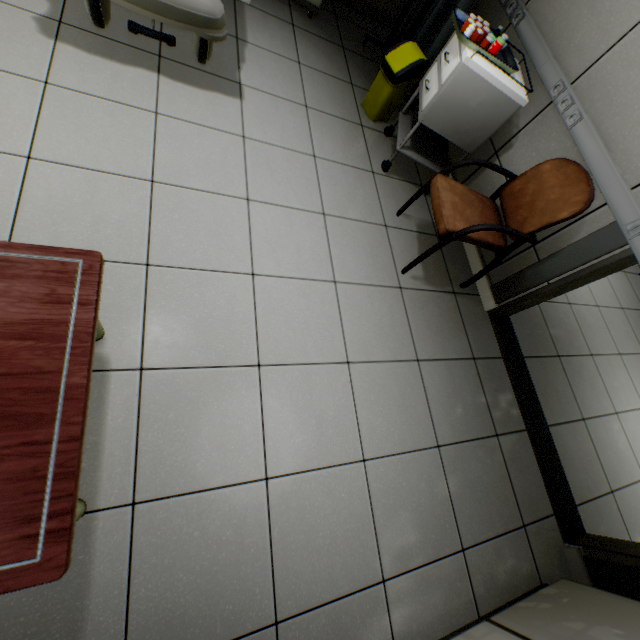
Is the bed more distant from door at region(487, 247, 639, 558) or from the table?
door at region(487, 247, 639, 558)

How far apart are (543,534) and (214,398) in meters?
2.1 m

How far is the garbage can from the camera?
2.4m

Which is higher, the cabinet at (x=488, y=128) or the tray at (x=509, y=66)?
the tray at (x=509, y=66)

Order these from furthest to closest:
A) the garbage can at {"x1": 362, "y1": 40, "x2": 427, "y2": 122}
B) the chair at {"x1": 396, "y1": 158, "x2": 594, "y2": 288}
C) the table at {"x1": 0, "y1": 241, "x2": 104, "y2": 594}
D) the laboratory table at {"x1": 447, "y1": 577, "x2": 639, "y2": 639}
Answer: the garbage can at {"x1": 362, "y1": 40, "x2": 427, "y2": 122} → the chair at {"x1": 396, "y1": 158, "x2": 594, "y2": 288} → the laboratory table at {"x1": 447, "y1": 577, "x2": 639, "y2": 639} → the table at {"x1": 0, "y1": 241, "x2": 104, "y2": 594}

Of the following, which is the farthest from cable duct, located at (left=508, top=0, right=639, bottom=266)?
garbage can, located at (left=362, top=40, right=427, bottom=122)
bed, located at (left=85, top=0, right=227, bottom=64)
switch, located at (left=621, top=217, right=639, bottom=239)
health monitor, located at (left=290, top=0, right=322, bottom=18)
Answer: bed, located at (left=85, top=0, right=227, bottom=64)

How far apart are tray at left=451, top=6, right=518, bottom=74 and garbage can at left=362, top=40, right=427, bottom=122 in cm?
51

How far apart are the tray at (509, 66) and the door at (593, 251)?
0.9m
